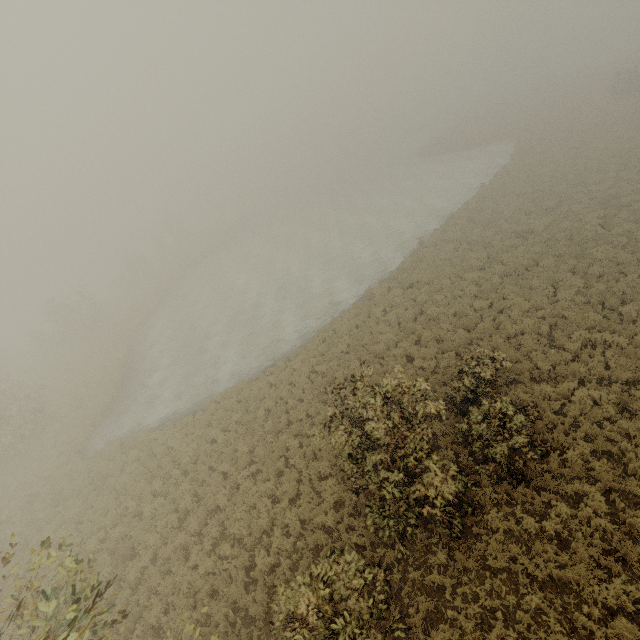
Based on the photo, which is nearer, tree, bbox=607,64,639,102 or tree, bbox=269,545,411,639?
tree, bbox=269,545,411,639

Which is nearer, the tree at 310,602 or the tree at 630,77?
the tree at 310,602

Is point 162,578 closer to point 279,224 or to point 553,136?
point 553,136
